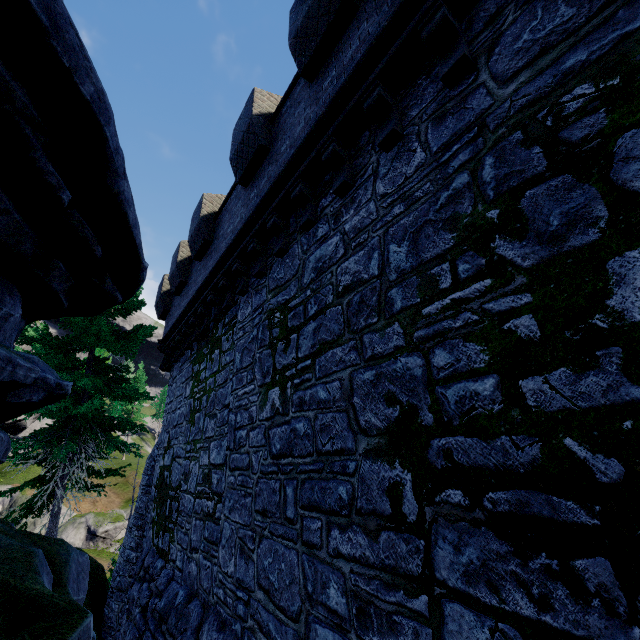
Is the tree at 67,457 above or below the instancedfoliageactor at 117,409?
below

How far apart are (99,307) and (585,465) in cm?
731

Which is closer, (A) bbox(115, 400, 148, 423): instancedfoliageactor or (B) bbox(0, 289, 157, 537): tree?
(B) bbox(0, 289, 157, 537): tree

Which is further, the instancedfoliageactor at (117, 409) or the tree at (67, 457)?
the instancedfoliageactor at (117, 409)

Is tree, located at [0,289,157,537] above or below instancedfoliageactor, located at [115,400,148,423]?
below

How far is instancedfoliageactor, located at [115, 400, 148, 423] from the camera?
55.0 meters
